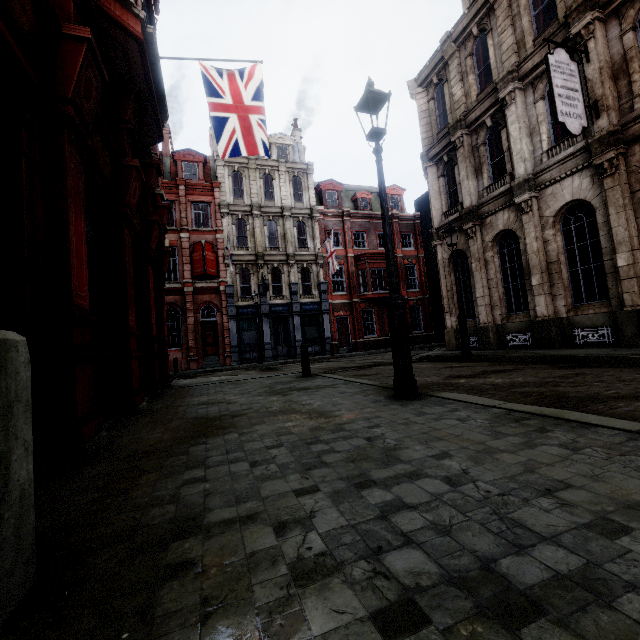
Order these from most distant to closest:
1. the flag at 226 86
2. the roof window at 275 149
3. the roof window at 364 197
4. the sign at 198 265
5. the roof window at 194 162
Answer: the roof window at 364 197, the roof window at 275 149, the roof window at 194 162, the sign at 198 265, the flag at 226 86

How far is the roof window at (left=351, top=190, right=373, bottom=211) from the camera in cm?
3016

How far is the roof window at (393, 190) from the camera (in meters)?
31.31

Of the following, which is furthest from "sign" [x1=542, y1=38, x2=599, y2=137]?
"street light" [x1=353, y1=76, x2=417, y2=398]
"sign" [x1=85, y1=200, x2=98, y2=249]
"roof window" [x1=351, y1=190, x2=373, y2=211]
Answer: "roof window" [x1=351, y1=190, x2=373, y2=211]

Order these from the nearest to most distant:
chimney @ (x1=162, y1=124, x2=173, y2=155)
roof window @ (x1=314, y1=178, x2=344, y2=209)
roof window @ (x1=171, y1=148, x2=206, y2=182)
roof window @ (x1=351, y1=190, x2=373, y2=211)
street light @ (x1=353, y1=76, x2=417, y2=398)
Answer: street light @ (x1=353, y1=76, x2=417, y2=398) → roof window @ (x1=171, y1=148, x2=206, y2=182) → chimney @ (x1=162, y1=124, x2=173, y2=155) → roof window @ (x1=314, y1=178, x2=344, y2=209) → roof window @ (x1=351, y1=190, x2=373, y2=211)

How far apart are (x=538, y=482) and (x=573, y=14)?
13.9m

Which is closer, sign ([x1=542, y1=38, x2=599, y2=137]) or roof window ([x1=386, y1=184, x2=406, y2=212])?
sign ([x1=542, y1=38, x2=599, y2=137])

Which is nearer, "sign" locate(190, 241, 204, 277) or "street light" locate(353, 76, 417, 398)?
"street light" locate(353, 76, 417, 398)
